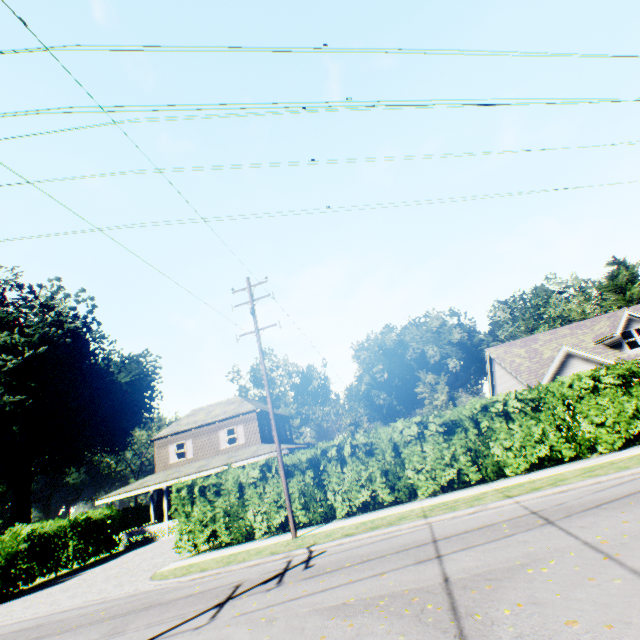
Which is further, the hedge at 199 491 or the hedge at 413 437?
the hedge at 199 491

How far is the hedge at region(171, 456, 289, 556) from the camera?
14.25m

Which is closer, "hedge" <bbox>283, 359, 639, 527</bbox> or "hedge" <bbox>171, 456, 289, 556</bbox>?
"hedge" <bbox>283, 359, 639, 527</bbox>

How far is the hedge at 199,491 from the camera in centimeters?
1425cm

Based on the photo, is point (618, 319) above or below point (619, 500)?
above
